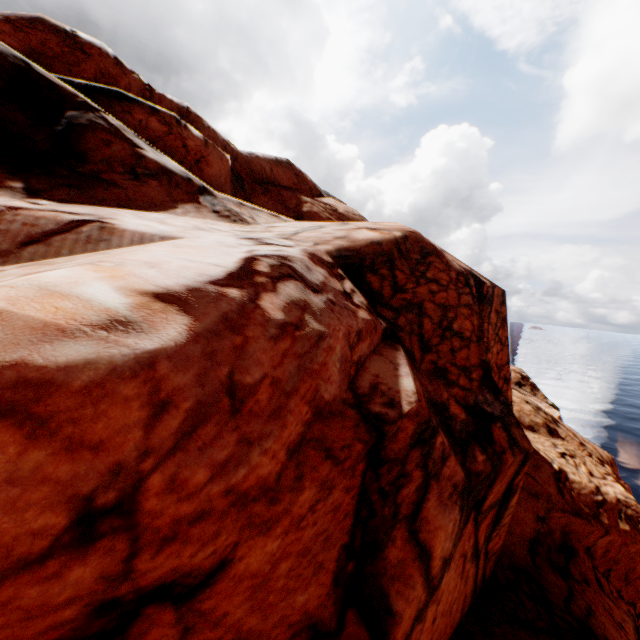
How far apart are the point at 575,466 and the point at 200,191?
16.26m
